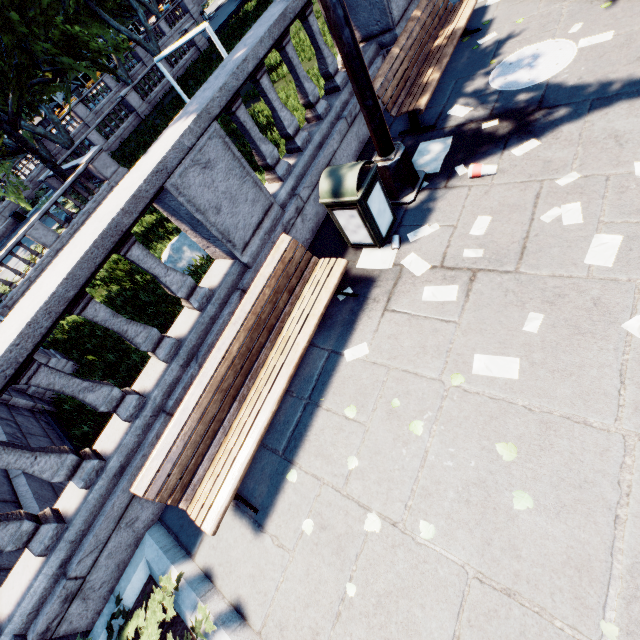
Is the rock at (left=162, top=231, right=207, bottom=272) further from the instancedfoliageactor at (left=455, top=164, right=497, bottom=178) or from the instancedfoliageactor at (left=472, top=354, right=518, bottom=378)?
the instancedfoliageactor at (left=472, top=354, right=518, bottom=378)

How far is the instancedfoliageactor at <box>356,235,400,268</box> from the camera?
3.94m

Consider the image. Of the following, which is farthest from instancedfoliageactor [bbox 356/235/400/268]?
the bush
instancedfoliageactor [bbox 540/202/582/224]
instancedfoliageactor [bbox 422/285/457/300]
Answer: the bush

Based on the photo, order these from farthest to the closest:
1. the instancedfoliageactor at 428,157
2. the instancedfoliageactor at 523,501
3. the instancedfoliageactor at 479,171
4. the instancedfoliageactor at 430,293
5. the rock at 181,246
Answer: the rock at 181,246 → the instancedfoliageactor at 428,157 → the instancedfoliageactor at 479,171 → the instancedfoliageactor at 430,293 → the instancedfoliageactor at 523,501

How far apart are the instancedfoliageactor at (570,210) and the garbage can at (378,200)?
1.58m

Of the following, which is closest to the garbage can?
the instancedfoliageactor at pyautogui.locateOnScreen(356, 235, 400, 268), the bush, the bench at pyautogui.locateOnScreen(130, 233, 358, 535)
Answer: the instancedfoliageactor at pyautogui.locateOnScreen(356, 235, 400, 268)

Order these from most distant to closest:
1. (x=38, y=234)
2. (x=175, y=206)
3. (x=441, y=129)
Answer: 1. (x=38, y=234)
2. (x=441, y=129)
3. (x=175, y=206)

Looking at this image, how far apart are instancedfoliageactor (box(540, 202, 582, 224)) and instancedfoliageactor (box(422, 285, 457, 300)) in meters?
1.1 m
